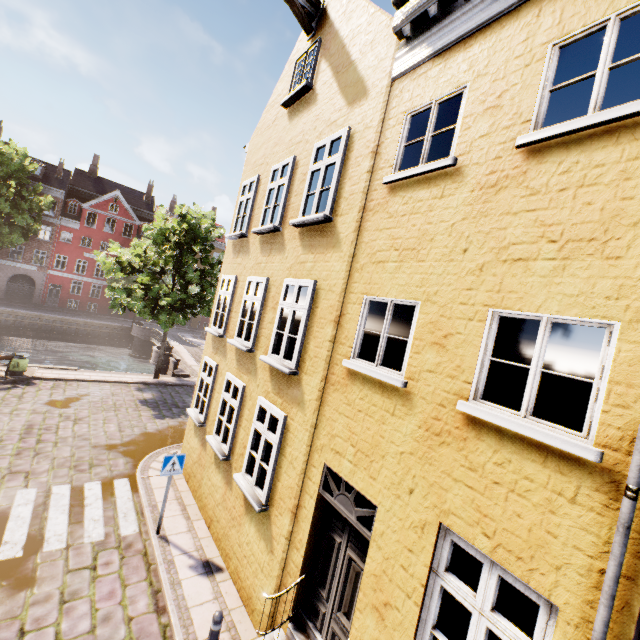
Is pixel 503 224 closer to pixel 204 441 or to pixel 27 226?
pixel 204 441

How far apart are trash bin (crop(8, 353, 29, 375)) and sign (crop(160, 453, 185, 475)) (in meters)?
12.91

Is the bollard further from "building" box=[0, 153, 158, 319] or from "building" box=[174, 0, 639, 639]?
"building" box=[0, 153, 158, 319]

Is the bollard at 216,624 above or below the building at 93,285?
below

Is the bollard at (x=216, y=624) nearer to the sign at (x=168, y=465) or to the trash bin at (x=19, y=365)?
the sign at (x=168, y=465)

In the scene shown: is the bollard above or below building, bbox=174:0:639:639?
below

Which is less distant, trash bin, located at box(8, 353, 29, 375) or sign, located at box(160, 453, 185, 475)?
sign, located at box(160, 453, 185, 475)

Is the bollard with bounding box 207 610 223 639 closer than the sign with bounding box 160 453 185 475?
Yes
